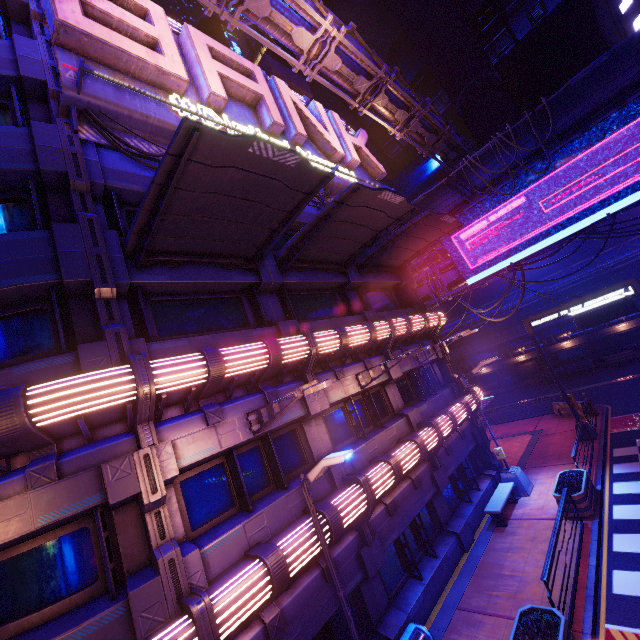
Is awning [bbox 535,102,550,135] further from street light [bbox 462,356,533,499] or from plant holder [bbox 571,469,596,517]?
plant holder [bbox 571,469,596,517]

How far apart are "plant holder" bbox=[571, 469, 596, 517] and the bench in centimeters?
176cm

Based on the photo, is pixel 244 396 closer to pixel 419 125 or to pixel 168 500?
pixel 168 500

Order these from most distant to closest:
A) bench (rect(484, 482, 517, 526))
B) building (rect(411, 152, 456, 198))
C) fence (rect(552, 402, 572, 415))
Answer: building (rect(411, 152, 456, 198)) < fence (rect(552, 402, 572, 415)) < bench (rect(484, 482, 517, 526))

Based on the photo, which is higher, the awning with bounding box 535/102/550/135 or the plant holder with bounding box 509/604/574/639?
the awning with bounding box 535/102/550/135

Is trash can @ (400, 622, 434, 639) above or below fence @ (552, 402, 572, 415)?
above

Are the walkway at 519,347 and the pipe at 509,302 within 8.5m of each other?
yes

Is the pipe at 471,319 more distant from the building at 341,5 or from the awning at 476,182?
the awning at 476,182
